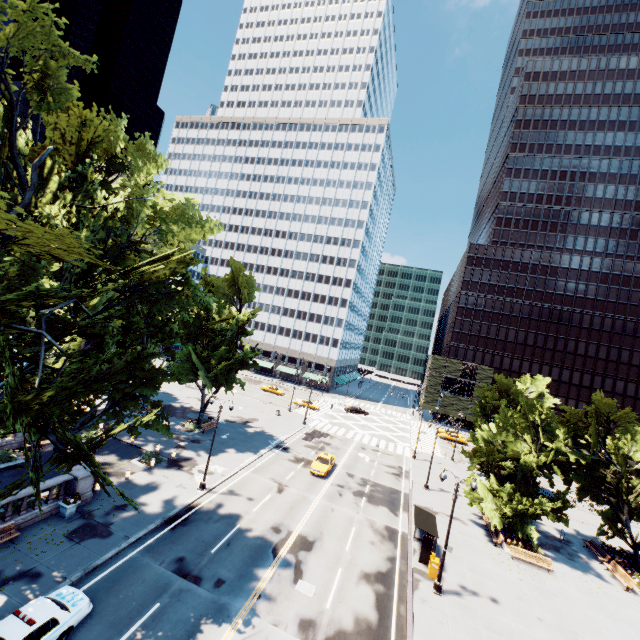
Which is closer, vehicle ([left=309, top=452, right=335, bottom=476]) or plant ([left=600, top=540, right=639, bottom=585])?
plant ([left=600, top=540, right=639, bottom=585])

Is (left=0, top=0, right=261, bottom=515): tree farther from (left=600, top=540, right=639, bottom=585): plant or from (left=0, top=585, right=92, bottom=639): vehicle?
(left=0, top=585, right=92, bottom=639): vehicle

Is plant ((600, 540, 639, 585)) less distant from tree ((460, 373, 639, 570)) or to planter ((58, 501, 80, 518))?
tree ((460, 373, 639, 570))

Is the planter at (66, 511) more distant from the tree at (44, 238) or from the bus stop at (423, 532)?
the bus stop at (423, 532)

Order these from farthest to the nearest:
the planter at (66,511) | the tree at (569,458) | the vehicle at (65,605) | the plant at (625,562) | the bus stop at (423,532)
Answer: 1. the tree at (569,458)
2. the plant at (625,562)
3. the bus stop at (423,532)
4. the planter at (66,511)
5. the vehicle at (65,605)

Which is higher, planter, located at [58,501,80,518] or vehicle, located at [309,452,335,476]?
vehicle, located at [309,452,335,476]

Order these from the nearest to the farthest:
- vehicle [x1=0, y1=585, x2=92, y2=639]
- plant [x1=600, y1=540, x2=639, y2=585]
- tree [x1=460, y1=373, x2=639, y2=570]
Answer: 1. vehicle [x1=0, y1=585, x2=92, y2=639]
2. plant [x1=600, y1=540, x2=639, y2=585]
3. tree [x1=460, y1=373, x2=639, y2=570]

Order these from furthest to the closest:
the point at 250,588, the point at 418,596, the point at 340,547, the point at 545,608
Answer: the point at 340,547 → the point at 545,608 → the point at 418,596 → the point at 250,588
